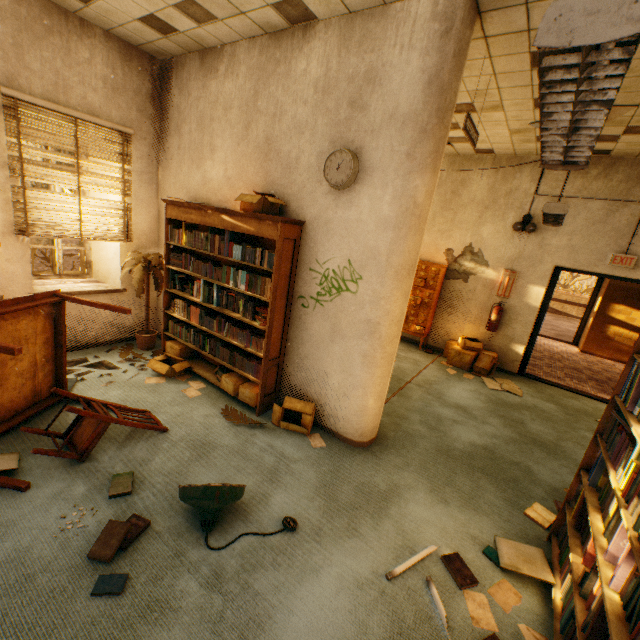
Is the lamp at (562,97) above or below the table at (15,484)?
above

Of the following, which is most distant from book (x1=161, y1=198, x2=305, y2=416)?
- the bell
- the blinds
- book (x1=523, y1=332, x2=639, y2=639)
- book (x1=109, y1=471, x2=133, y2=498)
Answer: the bell

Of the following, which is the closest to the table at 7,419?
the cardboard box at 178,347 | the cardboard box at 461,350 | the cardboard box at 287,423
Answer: the cardboard box at 178,347

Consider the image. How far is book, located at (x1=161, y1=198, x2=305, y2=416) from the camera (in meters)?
3.36

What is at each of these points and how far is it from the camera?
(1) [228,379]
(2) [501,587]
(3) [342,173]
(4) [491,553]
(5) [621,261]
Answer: (1) cardboard box, 3.9 meters
(2) paper, 2.2 meters
(3) clock, 3.0 meters
(4) book, 2.4 meters
(5) sign, 5.2 meters

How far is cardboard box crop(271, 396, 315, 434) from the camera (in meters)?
3.47

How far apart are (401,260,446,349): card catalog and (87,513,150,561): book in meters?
5.7

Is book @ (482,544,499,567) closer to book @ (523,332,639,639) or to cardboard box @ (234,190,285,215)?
book @ (523,332,639,639)
